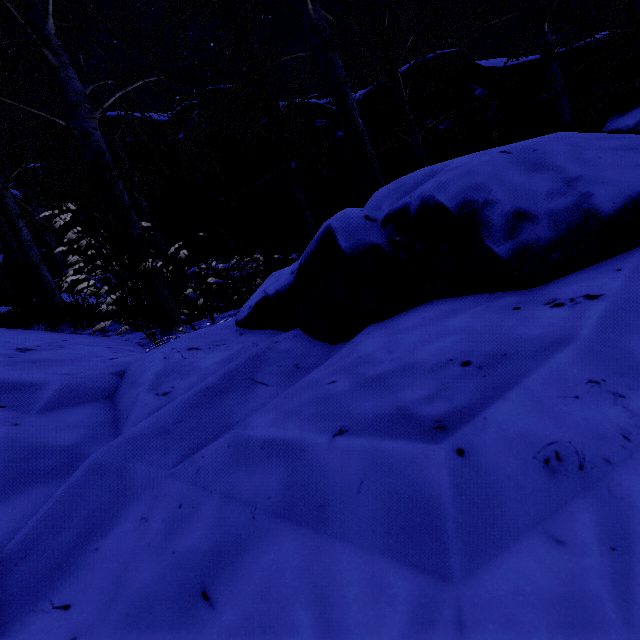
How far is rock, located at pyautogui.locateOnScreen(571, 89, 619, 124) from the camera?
8.6m

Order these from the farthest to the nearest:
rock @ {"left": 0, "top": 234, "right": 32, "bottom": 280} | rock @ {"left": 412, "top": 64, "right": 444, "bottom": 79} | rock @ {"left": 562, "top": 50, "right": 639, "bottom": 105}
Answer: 1. rock @ {"left": 0, "top": 234, "right": 32, "bottom": 280}
2. rock @ {"left": 562, "top": 50, "right": 639, "bottom": 105}
3. rock @ {"left": 412, "top": 64, "right": 444, "bottom": 79}

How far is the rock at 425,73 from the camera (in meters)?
7.85

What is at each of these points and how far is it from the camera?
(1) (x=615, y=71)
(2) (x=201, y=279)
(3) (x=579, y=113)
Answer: (1) rock, 8.5 meters
(2) instancedfoliageactor, 8.9 meters
(3) rock, 8.7 meters

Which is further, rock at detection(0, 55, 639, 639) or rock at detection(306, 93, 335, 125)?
rock at detection(306, 93, 335, 125)

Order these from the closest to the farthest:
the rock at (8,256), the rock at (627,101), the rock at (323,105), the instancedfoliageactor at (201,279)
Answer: the rock at (627,101)
the instancedfoliageactor at (201,279)
the rock at (323,105)
the rock at (8,256)
